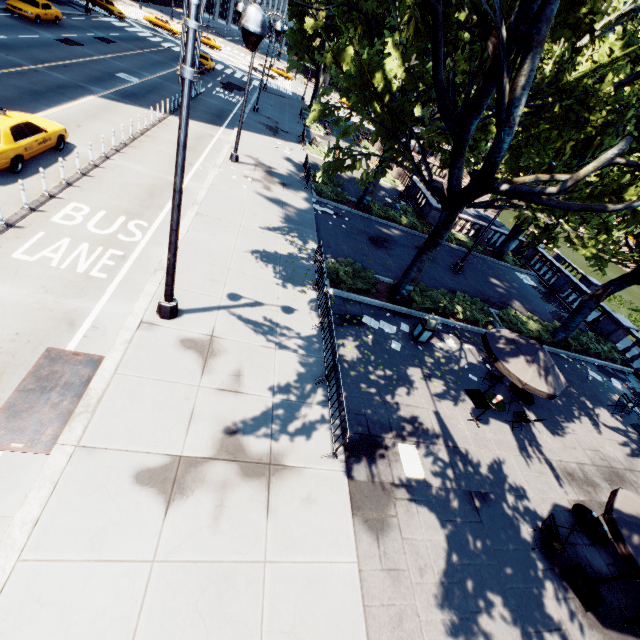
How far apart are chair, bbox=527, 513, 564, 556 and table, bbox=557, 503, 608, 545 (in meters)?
0.51

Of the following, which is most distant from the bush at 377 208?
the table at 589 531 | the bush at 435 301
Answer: the table at 589 531

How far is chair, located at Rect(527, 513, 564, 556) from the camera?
7.7 meters

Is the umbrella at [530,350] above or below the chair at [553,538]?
above

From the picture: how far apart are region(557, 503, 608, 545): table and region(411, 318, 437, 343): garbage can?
6.5m

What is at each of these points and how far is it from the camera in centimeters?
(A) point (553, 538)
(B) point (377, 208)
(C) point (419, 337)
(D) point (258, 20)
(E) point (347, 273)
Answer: (A) chair, 802cm
(B) bush, 2233cm
(C) garbage can, 1279cm
(D) light, 514cm
(E) bush, 1434cm

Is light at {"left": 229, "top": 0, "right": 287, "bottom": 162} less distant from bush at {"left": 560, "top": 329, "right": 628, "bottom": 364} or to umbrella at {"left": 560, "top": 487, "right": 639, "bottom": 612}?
umbrella at {"left": 560, "top": 487, "right": 639, "bottom": 612}

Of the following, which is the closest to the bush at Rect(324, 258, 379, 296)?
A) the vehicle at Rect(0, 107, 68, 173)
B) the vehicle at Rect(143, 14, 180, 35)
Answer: the vehicle at Rect(0, 107, 68, 173)
